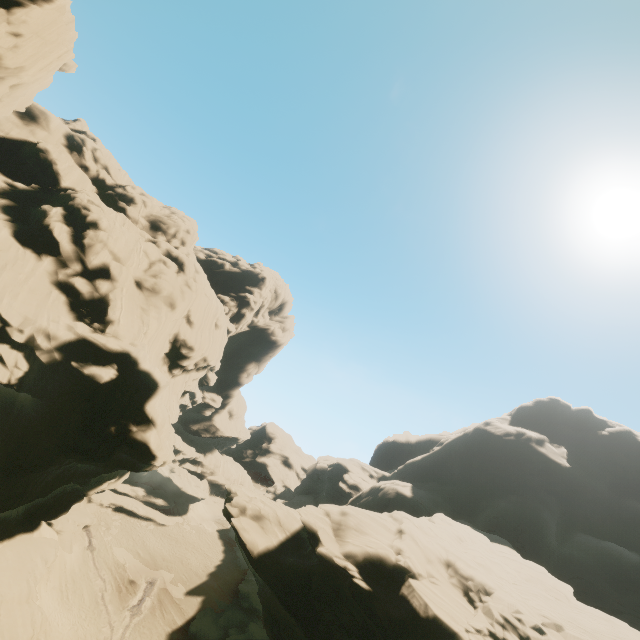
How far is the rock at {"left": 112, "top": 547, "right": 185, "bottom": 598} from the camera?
36.84m

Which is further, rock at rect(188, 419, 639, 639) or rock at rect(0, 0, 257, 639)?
rock at rect(0, 0, 257, 639)

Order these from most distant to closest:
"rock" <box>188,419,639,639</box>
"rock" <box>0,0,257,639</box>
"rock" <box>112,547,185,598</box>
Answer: "rock" <box>112,547,185,598</box> < "rock" <box>0,0,257,639</box> < "rock" <box>188,419,639,639</box>

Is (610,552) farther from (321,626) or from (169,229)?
(169,229)

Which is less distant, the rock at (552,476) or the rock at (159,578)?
the rock at (552,476)

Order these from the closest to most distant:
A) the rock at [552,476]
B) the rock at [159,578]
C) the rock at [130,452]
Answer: the rock at [552,476], the rock at [130,452], the rock at [159,578]
